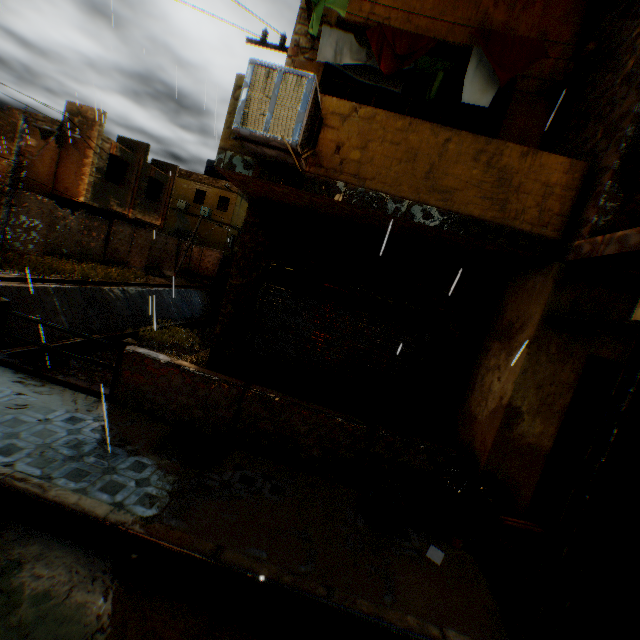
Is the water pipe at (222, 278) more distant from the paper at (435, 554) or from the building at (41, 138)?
the paper at (435, 554)

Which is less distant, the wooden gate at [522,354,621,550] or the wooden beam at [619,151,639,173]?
the wooden beam at [619,151,639,173]

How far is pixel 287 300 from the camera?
6.3m

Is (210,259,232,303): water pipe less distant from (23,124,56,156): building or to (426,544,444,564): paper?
(23,124,56,156): building

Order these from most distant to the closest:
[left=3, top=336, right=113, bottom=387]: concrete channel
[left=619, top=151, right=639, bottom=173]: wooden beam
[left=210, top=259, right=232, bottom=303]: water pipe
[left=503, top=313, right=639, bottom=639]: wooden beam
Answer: [left=210, top=259, right=232, bottom=303]: water pipe, [left=3, top=336, right=113, bottom=387]: concrete channel, [left=619, top=151, right=639, bottom=173]: wooden beam, [left=503, top=313, right=639, bottom=639]: wooden beam

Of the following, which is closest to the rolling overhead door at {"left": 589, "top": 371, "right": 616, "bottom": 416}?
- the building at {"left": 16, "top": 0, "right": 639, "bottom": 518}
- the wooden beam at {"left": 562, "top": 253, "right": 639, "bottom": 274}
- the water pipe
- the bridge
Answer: the building at {"left": 16, "top": 0, "right": 639, "bottom": 518}

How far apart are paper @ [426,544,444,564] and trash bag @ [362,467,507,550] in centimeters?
24cm

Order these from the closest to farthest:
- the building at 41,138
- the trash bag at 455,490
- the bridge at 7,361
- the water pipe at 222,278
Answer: the trash bag at 455,490
the bridge at 7,361
the building at 41,138
the water pipe at 222,278
